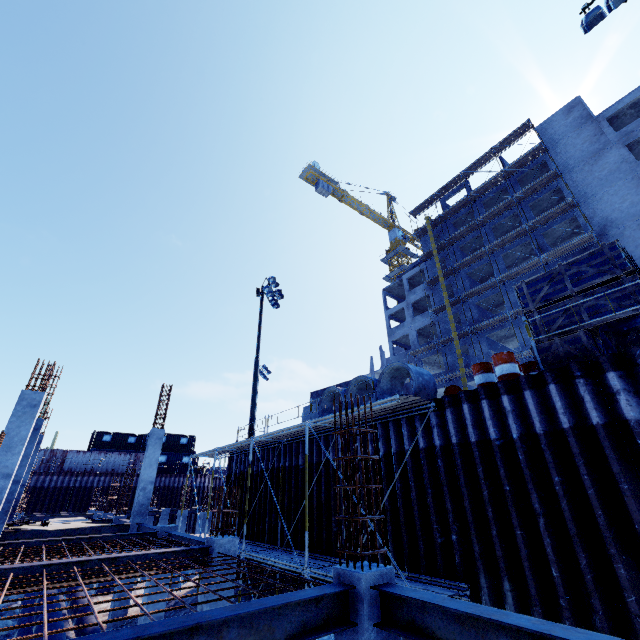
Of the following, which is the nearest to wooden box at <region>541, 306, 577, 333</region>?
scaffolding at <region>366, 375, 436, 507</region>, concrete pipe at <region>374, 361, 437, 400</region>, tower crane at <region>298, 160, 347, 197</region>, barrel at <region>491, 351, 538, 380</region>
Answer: barrel at <region>491, 351, 538, 380</region>

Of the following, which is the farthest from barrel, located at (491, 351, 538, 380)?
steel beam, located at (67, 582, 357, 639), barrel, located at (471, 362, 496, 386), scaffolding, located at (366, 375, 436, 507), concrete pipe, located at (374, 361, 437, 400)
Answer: steel beam, located at (67, 582, 357, 639)

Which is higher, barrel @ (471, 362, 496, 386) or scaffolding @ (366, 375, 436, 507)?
barrel @ (471, 362, 496, 386)

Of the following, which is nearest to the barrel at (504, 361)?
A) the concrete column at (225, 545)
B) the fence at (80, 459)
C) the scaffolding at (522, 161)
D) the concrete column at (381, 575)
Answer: the concrete column at (381, 575)

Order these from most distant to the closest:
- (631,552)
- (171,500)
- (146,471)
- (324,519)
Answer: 1. (171,500)
2. (146,471)
3. (324,519)
4. (631,552)

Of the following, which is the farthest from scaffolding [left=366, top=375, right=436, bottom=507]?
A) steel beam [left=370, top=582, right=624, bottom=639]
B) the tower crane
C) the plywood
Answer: the tower crane

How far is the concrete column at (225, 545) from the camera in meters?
7.5

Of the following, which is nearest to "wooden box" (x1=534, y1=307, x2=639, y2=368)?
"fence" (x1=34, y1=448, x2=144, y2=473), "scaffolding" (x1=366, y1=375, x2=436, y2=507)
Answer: "scaffolding" (x1=366, y1=375, x2=436, y2=507)
